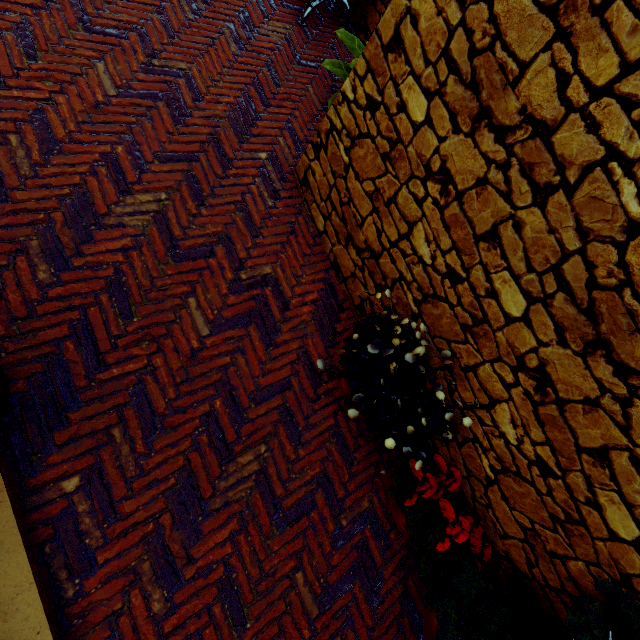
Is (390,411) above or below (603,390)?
below

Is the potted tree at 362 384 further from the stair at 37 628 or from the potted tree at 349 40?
the potted tree at 349 40

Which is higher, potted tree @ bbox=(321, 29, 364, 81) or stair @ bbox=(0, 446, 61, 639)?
potted tree @ bbox=(321, 29, 364, 81)

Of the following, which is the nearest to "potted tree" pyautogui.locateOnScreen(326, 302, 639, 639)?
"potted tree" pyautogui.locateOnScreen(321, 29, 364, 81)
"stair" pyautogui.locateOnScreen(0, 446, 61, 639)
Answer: "stair" pyautogui.locateOnScreen(0, 446, 61, 639)

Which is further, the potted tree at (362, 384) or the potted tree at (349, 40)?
the potted tree at (349, 40)

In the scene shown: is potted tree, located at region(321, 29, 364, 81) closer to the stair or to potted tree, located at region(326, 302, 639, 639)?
potted tree, located at region(326, 302, 639, 639)

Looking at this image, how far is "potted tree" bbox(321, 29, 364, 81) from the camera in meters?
3.1

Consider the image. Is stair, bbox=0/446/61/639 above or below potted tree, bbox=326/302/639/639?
below
